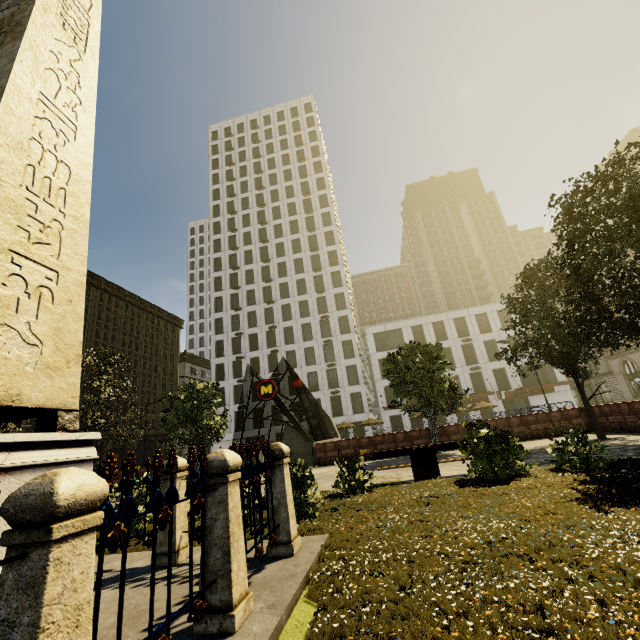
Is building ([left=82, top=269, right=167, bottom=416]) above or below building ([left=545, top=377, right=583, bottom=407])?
above

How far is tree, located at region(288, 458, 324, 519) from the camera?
6.2m

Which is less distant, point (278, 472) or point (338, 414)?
point (278, 472)

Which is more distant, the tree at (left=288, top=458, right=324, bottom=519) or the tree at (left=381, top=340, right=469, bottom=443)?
the tree at (left=381, top=340, right=469, bottom=443)

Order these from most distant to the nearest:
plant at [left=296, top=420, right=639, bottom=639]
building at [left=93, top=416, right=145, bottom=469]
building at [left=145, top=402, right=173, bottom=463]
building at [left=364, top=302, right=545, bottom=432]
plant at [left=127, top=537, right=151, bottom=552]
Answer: building at [left=145, top=402, right=173, bottom=463] < building at [left=93, top=416, right=145, bottom=469] < building at [left=364, top=302, right=545, bottom=432] < plant at [left=127, top=537, right=151, bottom=552] < plant at [left=296, top=420, right=639, bottom=639]

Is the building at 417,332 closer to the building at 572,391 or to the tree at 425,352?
the building at 572,391

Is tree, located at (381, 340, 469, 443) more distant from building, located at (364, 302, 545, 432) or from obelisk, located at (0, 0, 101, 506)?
building, located at (364, 302, 545, 432)

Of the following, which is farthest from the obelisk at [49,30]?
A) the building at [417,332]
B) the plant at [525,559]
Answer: the building at [417,332]
